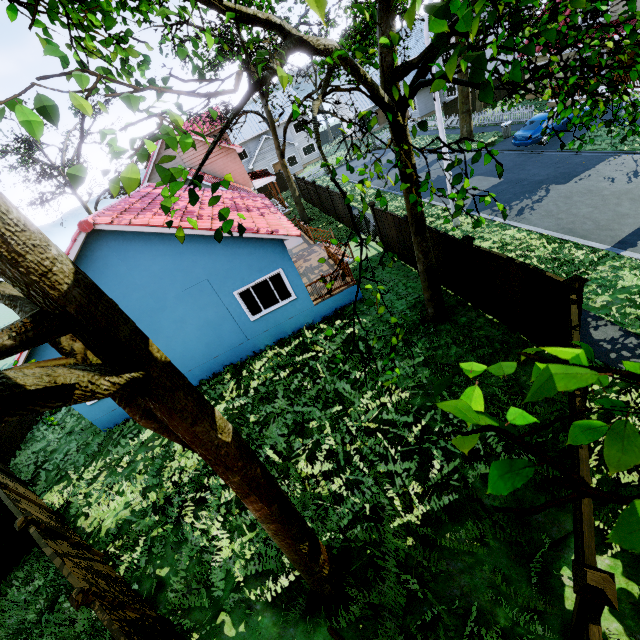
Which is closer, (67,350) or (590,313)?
(67,350)

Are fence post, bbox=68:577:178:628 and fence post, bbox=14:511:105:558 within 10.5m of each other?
yes

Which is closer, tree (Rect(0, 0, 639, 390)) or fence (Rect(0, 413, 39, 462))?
tree (Rect(0, 0, 639, 390))

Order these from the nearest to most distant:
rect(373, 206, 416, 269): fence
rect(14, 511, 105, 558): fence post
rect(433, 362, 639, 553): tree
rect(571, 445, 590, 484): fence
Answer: rect(433, 362, 639, 553): tree → rect(571, 445, 590, 484): fence → rect(14, 511, 105, 558): fence post → rect(373, 206, 416, 269): fence

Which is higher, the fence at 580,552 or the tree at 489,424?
the tree at 489,424

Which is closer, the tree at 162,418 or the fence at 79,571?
the tree at 162,418

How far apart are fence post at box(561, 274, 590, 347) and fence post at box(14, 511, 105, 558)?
12.55m

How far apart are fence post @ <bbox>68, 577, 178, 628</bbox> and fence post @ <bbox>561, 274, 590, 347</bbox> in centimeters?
1017cm
